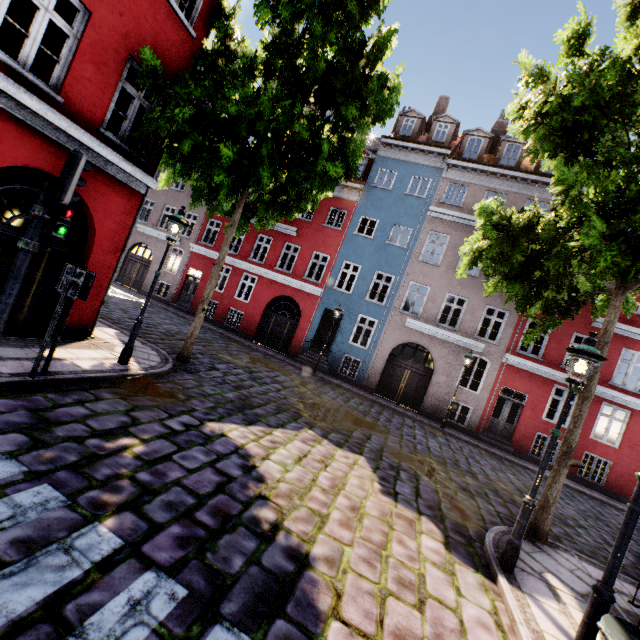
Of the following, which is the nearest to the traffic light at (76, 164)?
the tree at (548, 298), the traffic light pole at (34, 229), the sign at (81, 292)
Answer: the traffic light pole at (34, 229)

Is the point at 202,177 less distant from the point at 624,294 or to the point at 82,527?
the point at 82,527

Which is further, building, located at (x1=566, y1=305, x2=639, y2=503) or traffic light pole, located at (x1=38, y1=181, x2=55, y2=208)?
building, located at (x1=566, y1=305, x2=639, y2=503)

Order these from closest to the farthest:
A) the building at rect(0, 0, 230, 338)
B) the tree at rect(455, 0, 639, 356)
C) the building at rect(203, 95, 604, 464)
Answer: the tree at rect(455, 0, 639, 356), the building at rect(0, 0, 230, 338), the building at rect(203, 95, 604, 464)

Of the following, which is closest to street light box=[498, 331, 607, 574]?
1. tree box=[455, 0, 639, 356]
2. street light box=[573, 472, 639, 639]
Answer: tree box=[455, 0, 639, 356]

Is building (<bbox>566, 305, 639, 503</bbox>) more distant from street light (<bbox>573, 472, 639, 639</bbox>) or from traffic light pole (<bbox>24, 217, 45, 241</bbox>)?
traffic light pole (<bbox>24, 217, 45, 241</bbox>)

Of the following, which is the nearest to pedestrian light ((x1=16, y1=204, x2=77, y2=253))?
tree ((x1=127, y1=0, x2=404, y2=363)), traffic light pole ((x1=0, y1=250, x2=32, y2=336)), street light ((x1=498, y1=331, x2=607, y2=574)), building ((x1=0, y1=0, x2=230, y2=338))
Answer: traffic light pole ((x1=0, y1=250, x2=32, y2=336))

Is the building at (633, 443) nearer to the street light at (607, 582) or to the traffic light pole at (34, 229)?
the street light at (607, 582)
